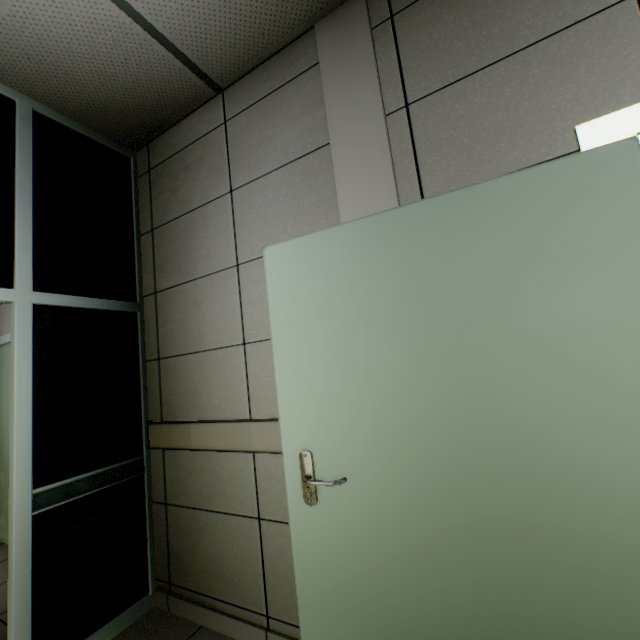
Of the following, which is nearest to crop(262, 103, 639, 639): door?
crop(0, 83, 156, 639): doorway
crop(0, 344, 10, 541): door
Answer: crop(0, 83, 156, 639): doorway

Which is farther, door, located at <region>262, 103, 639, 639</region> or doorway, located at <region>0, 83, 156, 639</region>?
doorway, located at <region>0, 83, 156, 639</region>

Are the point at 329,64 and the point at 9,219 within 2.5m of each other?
yes

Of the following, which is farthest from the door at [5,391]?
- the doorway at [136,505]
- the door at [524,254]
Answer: the door at [524,254]

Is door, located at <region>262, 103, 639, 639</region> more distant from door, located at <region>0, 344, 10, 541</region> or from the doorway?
door, located at <region>0, 344, 10, 541</region>

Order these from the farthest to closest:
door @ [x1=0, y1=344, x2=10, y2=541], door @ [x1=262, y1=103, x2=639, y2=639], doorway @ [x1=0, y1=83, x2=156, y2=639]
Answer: door @ [x1=0, y1=344, x2=10, y2=541] < doorway @ [x1=0, y1=83, x2=156, y2=639] < door @ [x1=262, y1=103, x2=639, y2=639]

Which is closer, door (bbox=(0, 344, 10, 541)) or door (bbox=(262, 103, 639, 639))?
door (bbox=(262, 103, 639, 639))
